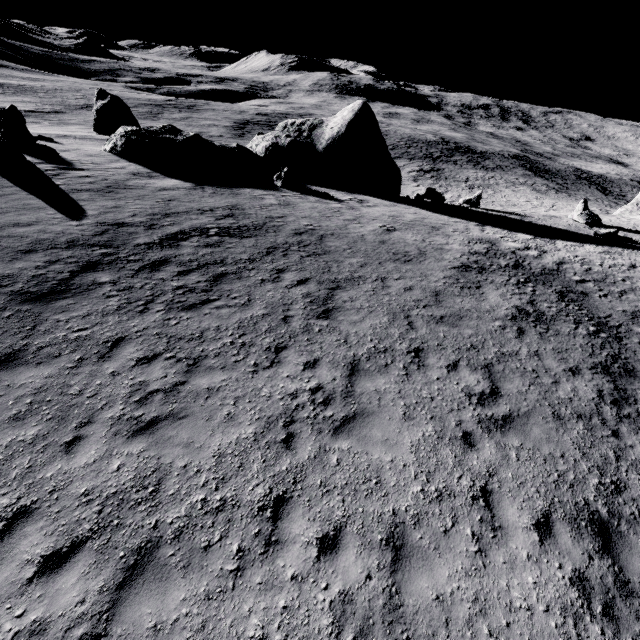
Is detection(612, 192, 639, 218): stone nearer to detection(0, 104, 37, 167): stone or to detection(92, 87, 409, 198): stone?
detection(92, 87, 409, 198): stone

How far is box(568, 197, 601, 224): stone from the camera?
26.7m

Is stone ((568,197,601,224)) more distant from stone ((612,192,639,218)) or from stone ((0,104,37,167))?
stone ((0,104,37,167))

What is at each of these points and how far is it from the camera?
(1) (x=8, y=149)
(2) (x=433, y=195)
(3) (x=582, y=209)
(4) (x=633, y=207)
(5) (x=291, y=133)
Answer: (1) stone, 15.0m
(2) stone, 27.2m
(3) stone, 26.9m
(4) stone, 39.3m
(5) stone, 27.5m

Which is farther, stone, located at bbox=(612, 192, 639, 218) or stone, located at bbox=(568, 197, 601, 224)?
stone, located at bbox=(612, 192, 639, 218)

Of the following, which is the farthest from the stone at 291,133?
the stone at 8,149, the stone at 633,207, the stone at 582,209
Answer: the stone at 633,207
